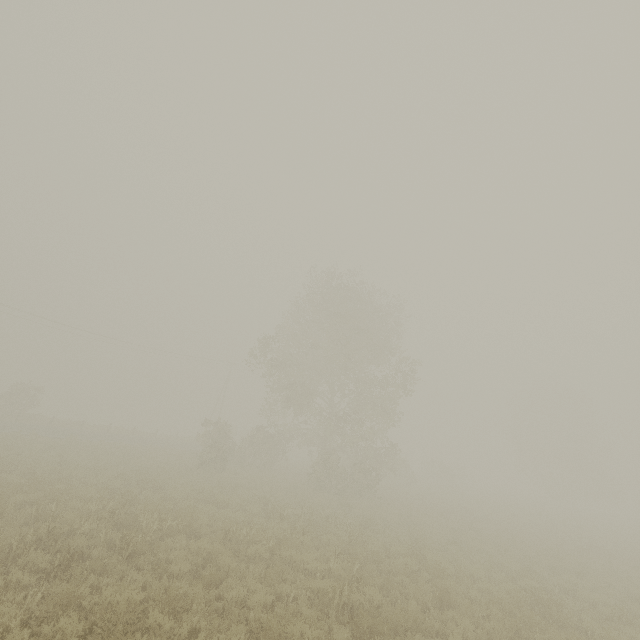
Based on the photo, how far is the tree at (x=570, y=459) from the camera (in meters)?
44.69

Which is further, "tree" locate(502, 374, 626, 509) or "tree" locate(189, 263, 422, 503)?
"tree" locate(502, 374, 626, 509)

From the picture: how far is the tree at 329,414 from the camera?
24.33m

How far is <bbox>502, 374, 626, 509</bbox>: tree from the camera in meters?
44.7 m

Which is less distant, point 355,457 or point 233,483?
point 233,483

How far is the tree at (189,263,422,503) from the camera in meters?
24.3 m
